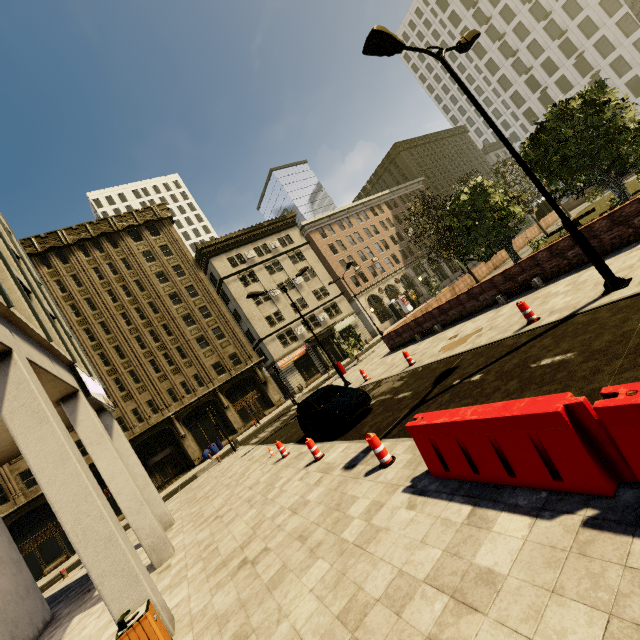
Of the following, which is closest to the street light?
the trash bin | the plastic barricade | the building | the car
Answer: the plastic barricade

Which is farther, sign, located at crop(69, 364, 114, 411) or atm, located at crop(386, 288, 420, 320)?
atm, located at crop(386, 288, 420, 320)

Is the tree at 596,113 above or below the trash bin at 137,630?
above

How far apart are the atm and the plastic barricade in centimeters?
4348cm

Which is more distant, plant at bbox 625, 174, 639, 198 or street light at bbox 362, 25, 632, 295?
plant at bbox 625, 174, 639, 198

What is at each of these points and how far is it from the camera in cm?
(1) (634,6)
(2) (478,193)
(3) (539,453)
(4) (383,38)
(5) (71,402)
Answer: (1) obelisk, 1864
(2) tree, 1728
(3) cement barricade, 355
(4) street light, 725
(5) building, 1023

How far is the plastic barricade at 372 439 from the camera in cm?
658

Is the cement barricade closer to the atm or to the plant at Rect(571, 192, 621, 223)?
the plant at Rect(571, 192, 621, 223)
